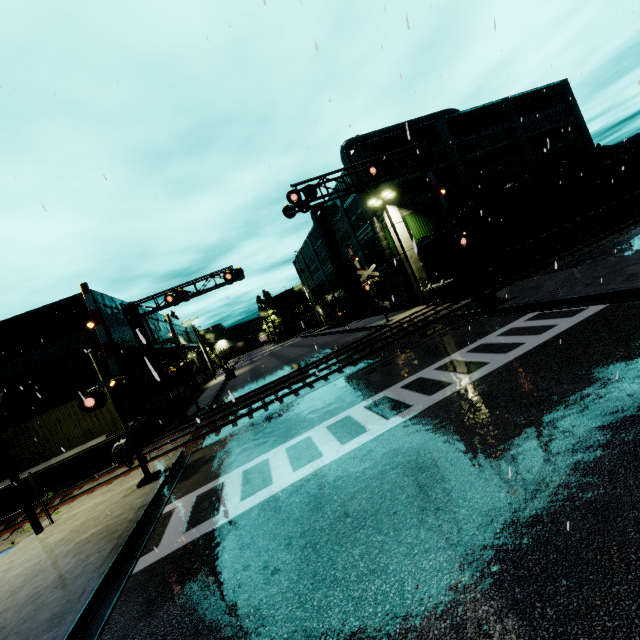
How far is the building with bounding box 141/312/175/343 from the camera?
32.7 meters

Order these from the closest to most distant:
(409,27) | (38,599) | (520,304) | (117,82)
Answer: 1. (409,27)
2. (38,599)
3. (117,82)
4. (520,304)

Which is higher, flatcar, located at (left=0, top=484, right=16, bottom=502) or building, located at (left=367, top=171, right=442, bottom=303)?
building, located at (left=367, top=171, right=442, bottom=303)

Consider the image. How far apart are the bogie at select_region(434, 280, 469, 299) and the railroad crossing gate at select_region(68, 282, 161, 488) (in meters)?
19.95

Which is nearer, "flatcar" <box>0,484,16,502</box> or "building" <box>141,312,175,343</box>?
"flatcar" <box>0,484,16,502</box>

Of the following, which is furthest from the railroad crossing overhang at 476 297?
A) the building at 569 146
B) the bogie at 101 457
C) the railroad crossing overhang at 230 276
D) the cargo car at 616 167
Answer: the bogie at 101 457

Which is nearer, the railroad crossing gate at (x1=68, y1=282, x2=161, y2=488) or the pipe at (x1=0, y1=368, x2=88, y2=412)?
the railroad crossing gate at (x1=68, y1=282, x2=161, y2=488)

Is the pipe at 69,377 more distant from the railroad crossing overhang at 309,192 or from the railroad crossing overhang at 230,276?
the railroad crossing overhang at 309,192
